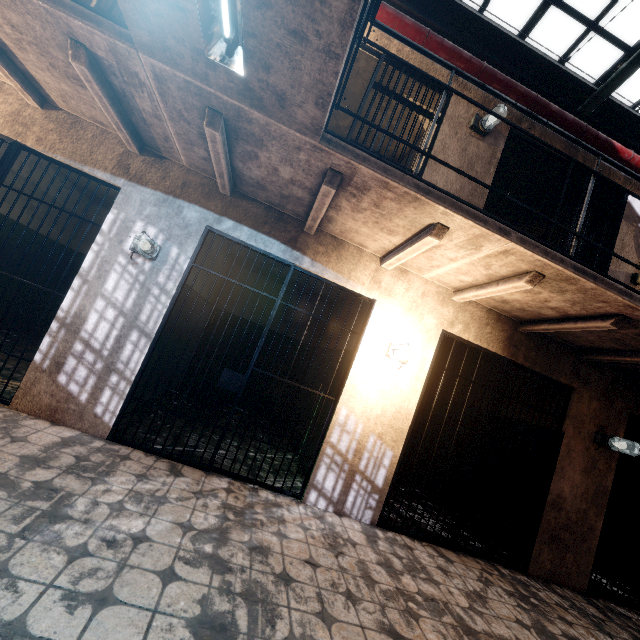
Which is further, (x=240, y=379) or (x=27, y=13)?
(x=240, y=379)

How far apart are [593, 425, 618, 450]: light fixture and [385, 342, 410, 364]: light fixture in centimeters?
289cm

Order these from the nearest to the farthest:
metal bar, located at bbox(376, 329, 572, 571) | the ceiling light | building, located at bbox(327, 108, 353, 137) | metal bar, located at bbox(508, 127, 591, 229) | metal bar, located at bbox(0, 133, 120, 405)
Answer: the ceiling light, metal bar, located at bbox(0, 133, 120, 405), metal bar, located at bbox(376, 329, 572, 571), metal bar, located at bbox(508, 127, 591, 229), building, located at bbox(327, 108, 353, 137)

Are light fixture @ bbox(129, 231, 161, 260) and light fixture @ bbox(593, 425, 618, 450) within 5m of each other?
no

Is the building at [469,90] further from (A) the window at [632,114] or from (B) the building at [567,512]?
(A) the window at [632,114]

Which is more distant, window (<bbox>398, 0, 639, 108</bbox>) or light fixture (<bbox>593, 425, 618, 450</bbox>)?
window (<bbox>398, 0, 639, 108</bbox>)

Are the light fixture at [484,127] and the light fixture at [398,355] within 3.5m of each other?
yes

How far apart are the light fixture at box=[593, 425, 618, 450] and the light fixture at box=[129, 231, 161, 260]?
5.83m
